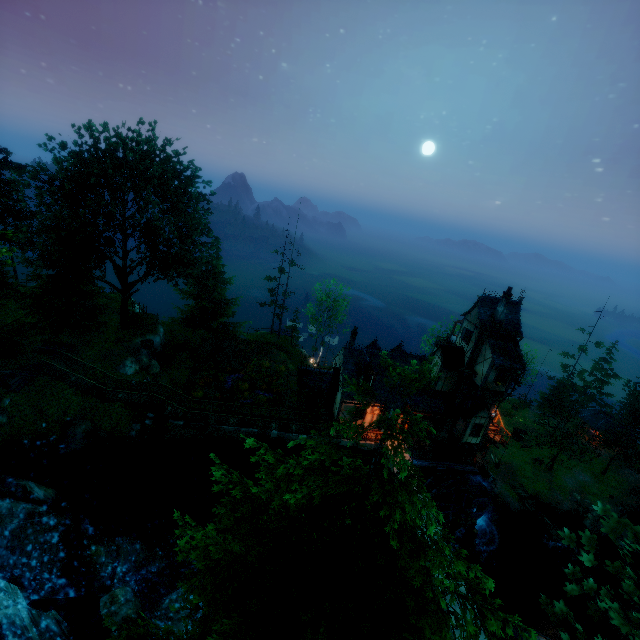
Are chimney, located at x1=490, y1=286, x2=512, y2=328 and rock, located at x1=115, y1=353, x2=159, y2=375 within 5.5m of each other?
no

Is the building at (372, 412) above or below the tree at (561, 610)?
below

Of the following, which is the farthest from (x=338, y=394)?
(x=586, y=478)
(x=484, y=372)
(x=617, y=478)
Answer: (x=617, y=478)

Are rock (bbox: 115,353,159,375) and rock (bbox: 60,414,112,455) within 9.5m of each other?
yes

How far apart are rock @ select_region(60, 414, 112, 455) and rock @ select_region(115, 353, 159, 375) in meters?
4.9

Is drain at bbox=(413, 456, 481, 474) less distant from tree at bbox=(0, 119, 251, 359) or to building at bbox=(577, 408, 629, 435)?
tree at bbox=(0, 119, 251, 359)

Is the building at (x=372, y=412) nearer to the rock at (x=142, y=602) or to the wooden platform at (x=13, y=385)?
the rock at (x=142, y=602)

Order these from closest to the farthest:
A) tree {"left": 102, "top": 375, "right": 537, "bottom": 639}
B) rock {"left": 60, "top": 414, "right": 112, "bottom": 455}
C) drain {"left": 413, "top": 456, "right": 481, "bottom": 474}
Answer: tree {"left": 102, "top": 375, "right": 537, "bottom": 639}, rock {"left": 60, "top": 414, "right": 112, "bottom": 455}, drain {"left": 413, "top": 456, "right": 481, "bottom": 474}
